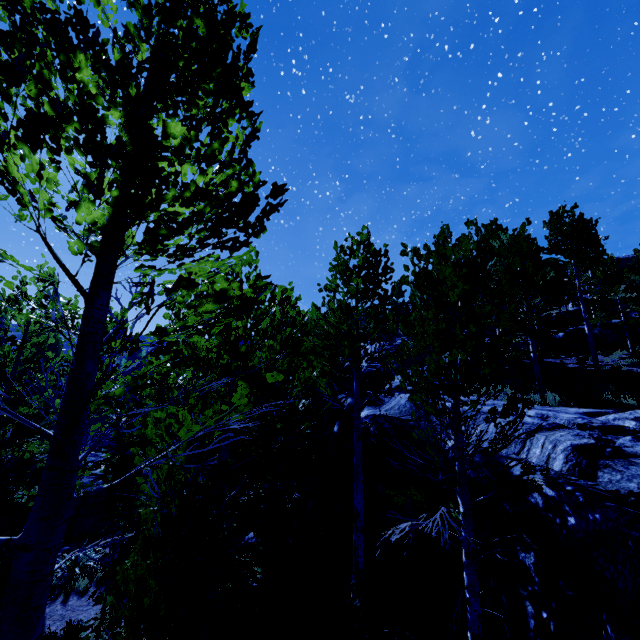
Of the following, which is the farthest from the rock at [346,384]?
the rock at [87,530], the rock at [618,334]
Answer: the rock at [618,334]

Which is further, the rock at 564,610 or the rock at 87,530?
the rock at 87,530

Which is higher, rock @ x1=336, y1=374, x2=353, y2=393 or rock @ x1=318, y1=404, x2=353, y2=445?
rock @ x1=336, y1=374, x2=353, y2=393

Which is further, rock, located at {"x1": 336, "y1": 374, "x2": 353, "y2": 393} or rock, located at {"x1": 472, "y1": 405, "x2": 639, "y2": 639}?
rock, located at {"x1": 336, "y1": 374, "x2": 353, "y2": 393}

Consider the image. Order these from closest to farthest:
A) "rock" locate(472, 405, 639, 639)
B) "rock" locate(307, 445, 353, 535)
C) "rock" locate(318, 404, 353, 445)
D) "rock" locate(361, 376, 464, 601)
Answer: "rock" locate(472, 405, 639, 639) < "rock" locate(361, 376, 464, 601) < "rock" locate(307, 445, 353, 535) < "rock" locate(318, 404, 353, 445)

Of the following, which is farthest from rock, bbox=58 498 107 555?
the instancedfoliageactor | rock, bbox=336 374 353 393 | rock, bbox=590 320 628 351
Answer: rock, bbox=590 320 628 351

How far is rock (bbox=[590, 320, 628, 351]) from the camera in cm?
1969

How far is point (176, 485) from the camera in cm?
342
